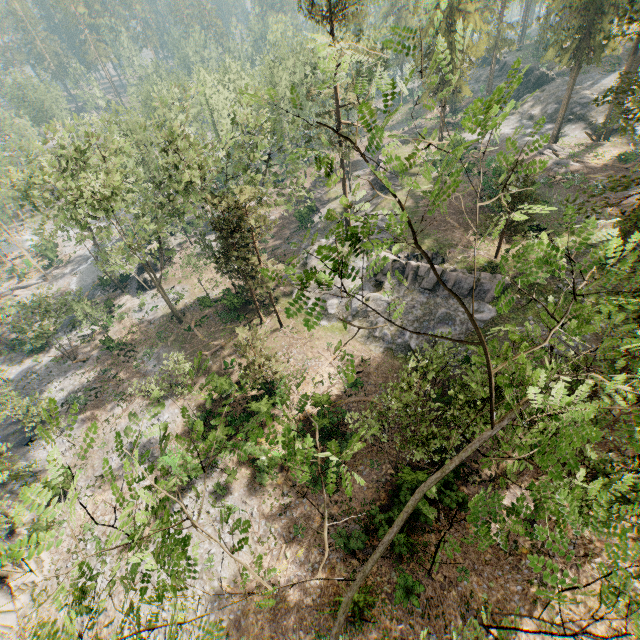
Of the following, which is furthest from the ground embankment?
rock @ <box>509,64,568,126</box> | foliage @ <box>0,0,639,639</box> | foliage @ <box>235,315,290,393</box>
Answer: foliage @ <box>0,0,639,639</box>

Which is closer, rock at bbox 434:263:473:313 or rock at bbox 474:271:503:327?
rock at bbox 474:271:503:327

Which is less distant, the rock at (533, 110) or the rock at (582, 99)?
the rock at (582, 99)

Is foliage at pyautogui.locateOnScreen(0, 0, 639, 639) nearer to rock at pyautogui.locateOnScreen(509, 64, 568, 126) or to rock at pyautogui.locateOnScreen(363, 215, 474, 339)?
rock at pyautogui.locateOnScreen(363, 215, 474, 339)

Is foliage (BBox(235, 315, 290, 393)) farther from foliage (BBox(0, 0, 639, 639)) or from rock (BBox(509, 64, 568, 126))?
foliage (BBox(0, 0, 639, 639))

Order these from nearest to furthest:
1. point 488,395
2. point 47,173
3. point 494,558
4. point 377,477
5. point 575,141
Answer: point 488,395 < point 494,558 < point 377,477 < point 47,173 < point 575,141

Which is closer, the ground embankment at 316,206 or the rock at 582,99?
the rock at 582,99

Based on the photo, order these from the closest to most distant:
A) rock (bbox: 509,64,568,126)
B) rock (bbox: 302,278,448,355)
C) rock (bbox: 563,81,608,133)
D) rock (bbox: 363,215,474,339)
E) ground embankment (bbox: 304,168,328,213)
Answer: rock (bbox: 363,215,474,339) → rock (bbox: 302,278,448,355) → rock (bbox: 563,81,608,133) → ground embankment (bbox: 304,168,328,213) → rock (bbox: 509,64,568,126)
